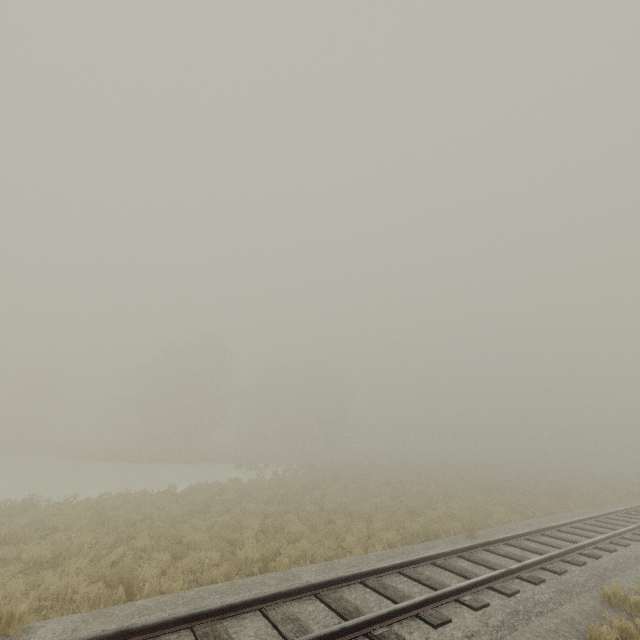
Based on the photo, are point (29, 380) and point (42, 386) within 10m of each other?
yes
